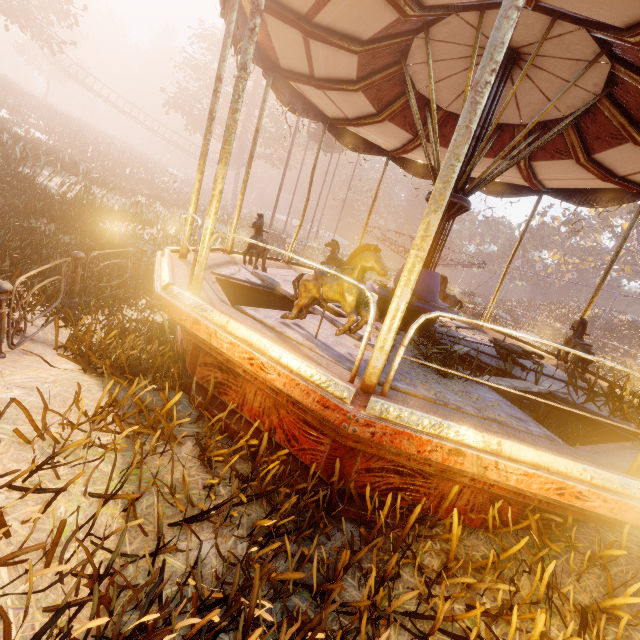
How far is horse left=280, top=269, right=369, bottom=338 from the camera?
2.86m

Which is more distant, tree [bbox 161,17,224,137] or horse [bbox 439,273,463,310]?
tree [bbox 161,17,224,137]

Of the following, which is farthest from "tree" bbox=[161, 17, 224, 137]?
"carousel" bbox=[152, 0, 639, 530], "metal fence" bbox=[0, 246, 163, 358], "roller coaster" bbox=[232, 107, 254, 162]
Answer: "metal fence" bbox=[0, 246, 163, 358]

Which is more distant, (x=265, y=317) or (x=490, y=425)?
(x=265, y=317)

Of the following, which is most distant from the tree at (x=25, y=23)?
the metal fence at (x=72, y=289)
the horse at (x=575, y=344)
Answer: the horse at (x=575, y=344)

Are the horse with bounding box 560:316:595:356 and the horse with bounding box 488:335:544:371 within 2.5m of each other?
yes

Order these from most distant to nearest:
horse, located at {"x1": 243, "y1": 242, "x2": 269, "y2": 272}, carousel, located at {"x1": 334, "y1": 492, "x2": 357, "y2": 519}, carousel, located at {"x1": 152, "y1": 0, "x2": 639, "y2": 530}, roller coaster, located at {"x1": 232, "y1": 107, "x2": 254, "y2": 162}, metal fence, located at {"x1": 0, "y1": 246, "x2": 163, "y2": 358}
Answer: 1. roller coaster, located at {"x1": 232, "y1": 107, "x2": 254, "y2": 162}
2. horse, located at {"x1": 243, "y1": 242, "x2": 269, "y2": 272}
3. metal fence, located at {"x1": 0, "y1": 246, "x2": 163, "y2": 358}
4. carousel, located at {"x1": 334, "y1": 492, "x2": 357, "y2": 519}
5. carousel, located at {"x1": 152, "y1": 0, "x2": 639, "y2": 530}

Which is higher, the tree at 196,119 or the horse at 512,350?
the tree at 196,119
